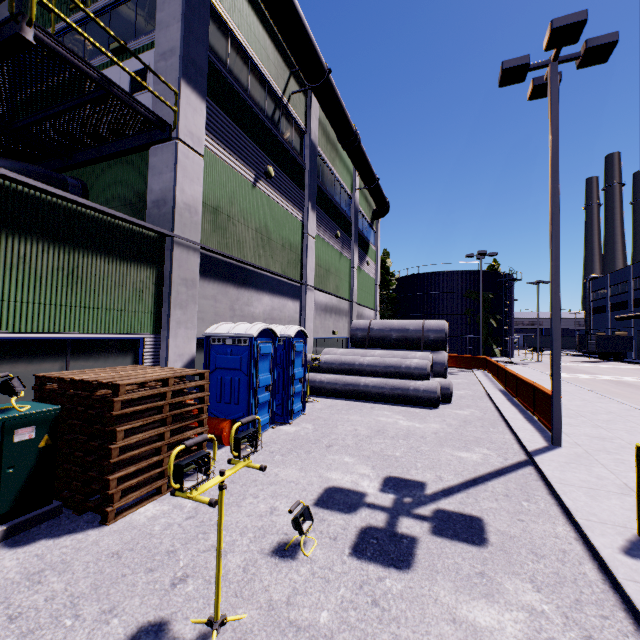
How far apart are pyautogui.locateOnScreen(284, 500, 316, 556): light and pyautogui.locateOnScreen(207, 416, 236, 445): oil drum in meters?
3.5

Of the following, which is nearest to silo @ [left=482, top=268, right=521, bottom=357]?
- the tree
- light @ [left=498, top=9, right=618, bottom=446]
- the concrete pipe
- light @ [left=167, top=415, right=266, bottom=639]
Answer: the tree

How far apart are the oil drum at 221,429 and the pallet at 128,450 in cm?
17

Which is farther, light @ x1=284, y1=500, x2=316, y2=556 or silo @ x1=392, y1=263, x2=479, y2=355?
silo @ x1=392, y1=263, x2=479, y2=355

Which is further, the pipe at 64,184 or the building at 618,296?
the building at 618,296

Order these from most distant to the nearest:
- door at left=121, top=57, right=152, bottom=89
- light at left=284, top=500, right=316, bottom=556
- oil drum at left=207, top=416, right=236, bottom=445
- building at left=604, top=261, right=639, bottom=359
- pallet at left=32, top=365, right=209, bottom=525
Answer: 1. building at left=604, top=261, right=639, bottom=359
2. door at left=121, top=57, right=152, bottom=89
3. oil drum at left=207, top=416, right=236, bottom=445
4. pallet at left=32, top=365, right=209, bottom=525
5. light at left=284, top=500, right=316, bottom=556

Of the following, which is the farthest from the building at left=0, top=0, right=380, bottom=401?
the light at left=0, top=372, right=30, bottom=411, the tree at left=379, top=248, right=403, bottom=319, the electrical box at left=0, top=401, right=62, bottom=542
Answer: the light at left=0, top=372, right=30, bottom=411

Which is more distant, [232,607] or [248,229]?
[248,229]
